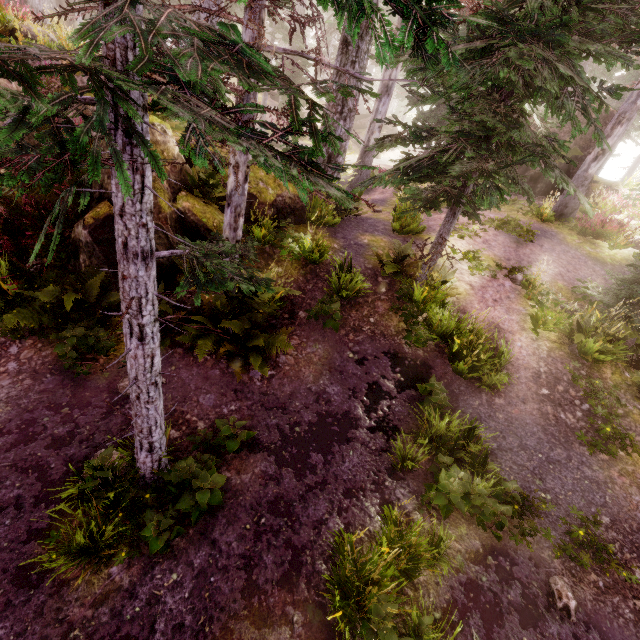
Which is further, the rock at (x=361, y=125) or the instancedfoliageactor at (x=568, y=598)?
the rock at (x=361, y=125)

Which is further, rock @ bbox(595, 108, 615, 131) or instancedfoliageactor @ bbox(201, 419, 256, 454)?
rock @ bbox(595, 108, 615, 131)

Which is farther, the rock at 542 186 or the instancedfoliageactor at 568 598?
the rock at 542 186

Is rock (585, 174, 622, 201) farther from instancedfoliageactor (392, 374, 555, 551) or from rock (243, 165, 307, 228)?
rock (243, 165, 307, 228)

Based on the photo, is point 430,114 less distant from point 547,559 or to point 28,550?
point 547,559

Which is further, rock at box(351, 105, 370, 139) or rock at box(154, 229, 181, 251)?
rock at box(351, 105, 370, 139)

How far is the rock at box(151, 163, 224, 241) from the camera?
6.75m
